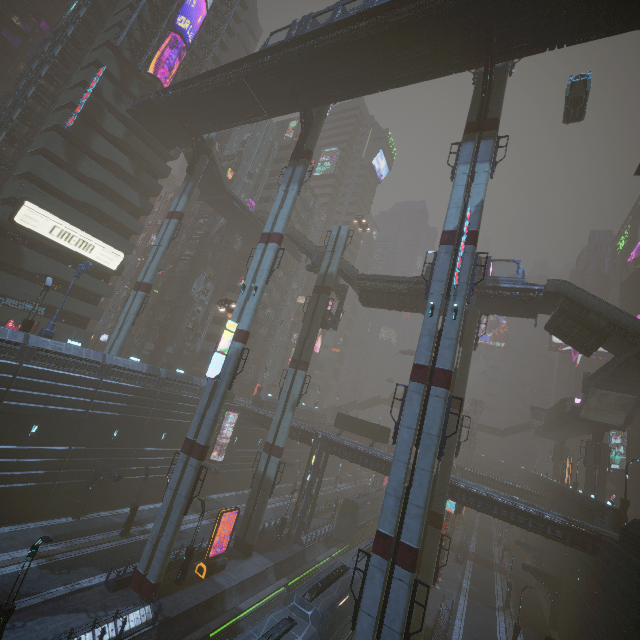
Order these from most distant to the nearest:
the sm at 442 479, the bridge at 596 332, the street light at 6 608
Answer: the bridge at 596 332, the sm at 442 479, the street light at 6 608

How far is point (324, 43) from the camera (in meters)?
24.72

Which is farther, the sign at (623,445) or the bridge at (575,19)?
the sign at (623,445)

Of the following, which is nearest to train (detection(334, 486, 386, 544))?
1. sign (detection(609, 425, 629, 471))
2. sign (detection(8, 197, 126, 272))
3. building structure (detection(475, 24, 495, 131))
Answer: sign (detection(8, 197, 126, 272))

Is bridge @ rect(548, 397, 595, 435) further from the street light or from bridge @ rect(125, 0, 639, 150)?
the street light

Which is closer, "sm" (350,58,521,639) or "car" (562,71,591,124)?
"sm" (350,58,521,639)

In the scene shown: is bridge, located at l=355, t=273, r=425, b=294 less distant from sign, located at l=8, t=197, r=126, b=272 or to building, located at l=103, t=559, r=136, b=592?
building, located at l=103, t=559, r=136, b=592

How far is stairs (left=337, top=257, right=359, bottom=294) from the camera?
37.3m
